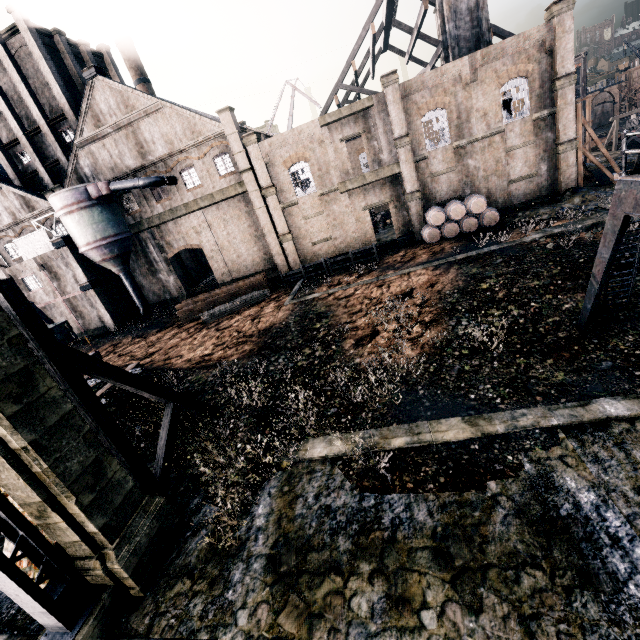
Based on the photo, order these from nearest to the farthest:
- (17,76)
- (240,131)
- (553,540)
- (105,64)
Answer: (553,540) < (240,131) < (17,76) < (105,64)

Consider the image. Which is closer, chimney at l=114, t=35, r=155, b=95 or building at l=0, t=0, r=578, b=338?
building at l=0, t=0, r=578, b=338

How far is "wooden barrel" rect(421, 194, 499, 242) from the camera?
26.11m

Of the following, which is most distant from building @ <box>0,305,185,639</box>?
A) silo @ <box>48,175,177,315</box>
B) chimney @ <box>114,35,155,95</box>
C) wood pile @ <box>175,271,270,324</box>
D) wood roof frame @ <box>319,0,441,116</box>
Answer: wood pile @ <box>175,271,270,324</box>

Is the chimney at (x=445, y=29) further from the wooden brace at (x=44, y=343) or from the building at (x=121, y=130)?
the building at (x=121, y=130)

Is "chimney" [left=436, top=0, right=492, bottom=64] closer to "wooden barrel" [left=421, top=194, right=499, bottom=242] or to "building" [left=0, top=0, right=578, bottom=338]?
"wooden barrel" [left=421, top=194, right=499, bottom=242]

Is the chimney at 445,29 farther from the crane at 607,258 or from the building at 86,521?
the building at 86,521
